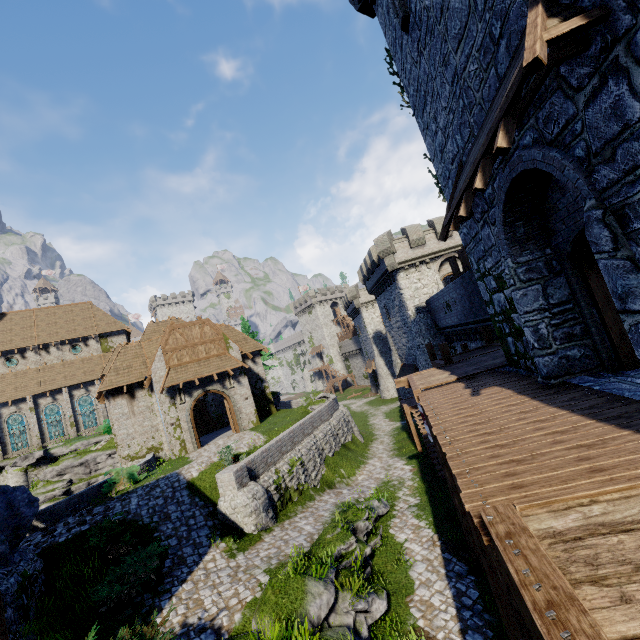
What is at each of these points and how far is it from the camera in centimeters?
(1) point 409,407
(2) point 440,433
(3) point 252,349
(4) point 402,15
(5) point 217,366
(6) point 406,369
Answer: (1) stairs, 2183cm
(2) walkway, 621cm
(3) building, 2895cm
(4) window slit, 854cm
(5) awning, 2397cm
(6) awning, 3247cm

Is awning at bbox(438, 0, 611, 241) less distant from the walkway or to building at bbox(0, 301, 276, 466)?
the walkway

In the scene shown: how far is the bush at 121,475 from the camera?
17.0m

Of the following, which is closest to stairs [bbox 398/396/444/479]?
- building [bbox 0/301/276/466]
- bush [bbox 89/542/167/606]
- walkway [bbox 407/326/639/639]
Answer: walkway [bbox 407/326/639/639]

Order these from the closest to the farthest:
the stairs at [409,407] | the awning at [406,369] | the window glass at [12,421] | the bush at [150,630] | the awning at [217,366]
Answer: the bush at [150,630], the stairs at [409,407], the awning at [217,366], the awning at [406,369], the window glass at [12,421]

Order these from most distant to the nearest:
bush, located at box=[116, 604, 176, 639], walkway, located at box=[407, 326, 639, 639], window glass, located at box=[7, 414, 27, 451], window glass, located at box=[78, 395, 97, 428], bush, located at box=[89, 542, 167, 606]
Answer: window glass, located at box=[78, 395, 97, 428] → window glass, located at box=[7, 414, 27, 451] → bush, located at box=[89, 542, 167, 606] → bush, located at box=[116, 604, 176, 639] → walkway, located at box=[407, 326, 639, 639]

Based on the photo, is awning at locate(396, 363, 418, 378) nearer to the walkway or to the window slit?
the walkway

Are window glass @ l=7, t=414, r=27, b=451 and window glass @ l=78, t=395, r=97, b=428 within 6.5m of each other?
yes
